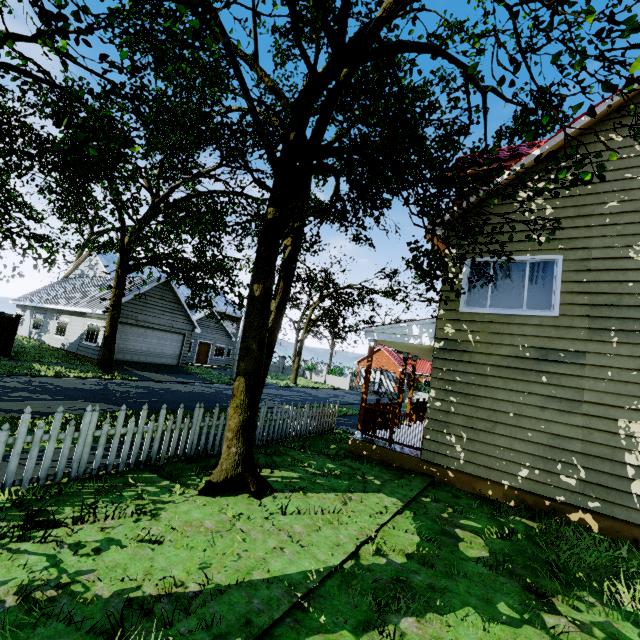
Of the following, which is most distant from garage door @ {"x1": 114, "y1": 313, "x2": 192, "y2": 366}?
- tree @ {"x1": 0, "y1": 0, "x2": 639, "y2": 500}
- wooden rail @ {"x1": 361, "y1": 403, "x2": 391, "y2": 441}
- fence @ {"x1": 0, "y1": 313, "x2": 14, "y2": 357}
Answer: wooden rail @ {"x1": 361, "y1": 403, "x2": 391, "y2": 441}

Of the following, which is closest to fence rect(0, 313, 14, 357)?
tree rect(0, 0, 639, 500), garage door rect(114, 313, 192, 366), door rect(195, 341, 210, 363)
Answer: tree rect(0, 0, 639, 500)

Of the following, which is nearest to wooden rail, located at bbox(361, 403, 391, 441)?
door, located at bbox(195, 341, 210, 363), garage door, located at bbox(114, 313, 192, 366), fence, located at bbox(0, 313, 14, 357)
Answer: fence, located at bbox(0, 313, 14, 357)

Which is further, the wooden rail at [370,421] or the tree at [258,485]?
the wooden rail at [370,421]

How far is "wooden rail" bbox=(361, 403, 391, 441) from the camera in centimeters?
863cm

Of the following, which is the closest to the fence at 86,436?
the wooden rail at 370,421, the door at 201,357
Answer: the wooden rail at 370,421

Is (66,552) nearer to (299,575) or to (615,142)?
(299,575)

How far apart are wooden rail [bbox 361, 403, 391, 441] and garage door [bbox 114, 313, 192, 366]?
17.7m
